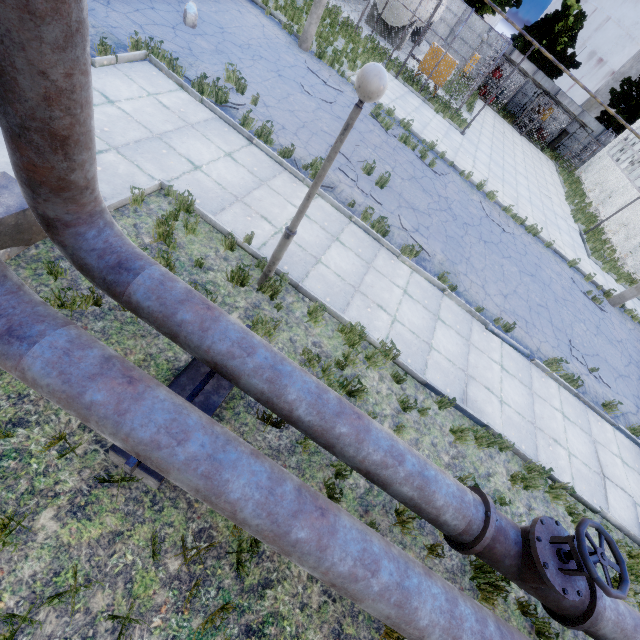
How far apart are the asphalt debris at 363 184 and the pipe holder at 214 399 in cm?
678

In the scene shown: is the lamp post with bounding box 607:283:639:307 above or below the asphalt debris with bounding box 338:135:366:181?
above

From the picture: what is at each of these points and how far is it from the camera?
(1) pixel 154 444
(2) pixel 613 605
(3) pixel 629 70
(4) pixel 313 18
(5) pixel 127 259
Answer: (1) pipe, 2.55m
(2) pipe, 3.78m
(3) chimney, 57.19m
(4) lamp post, 12.27m
(5) pipe, 3.20m

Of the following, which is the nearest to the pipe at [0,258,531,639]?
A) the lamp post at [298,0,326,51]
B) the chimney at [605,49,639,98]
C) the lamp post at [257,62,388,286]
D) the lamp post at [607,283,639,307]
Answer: the lamp post at [257,62,388,286]

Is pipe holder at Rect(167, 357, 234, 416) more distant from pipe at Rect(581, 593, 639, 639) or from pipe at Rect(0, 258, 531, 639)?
pipe at Rect(581, 593, 639, 639)

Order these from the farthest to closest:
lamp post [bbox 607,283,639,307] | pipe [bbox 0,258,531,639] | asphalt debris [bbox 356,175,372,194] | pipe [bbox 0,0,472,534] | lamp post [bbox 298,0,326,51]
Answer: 1. lamp post [bbox 607,283,639,307]
2. lamp post [bbox 298,0,326,51]
3. asphalt debris [bbox 356,175,372,194]
4. pipe [bbox 0,258,531,639]
5. pipe [bbox 0,0,472,534]

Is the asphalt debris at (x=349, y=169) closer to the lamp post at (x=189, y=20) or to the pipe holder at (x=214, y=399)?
the lamp post at (x=189, y=20)

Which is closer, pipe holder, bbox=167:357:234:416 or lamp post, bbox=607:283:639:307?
pipe holder, bbox=167:357:234:416
